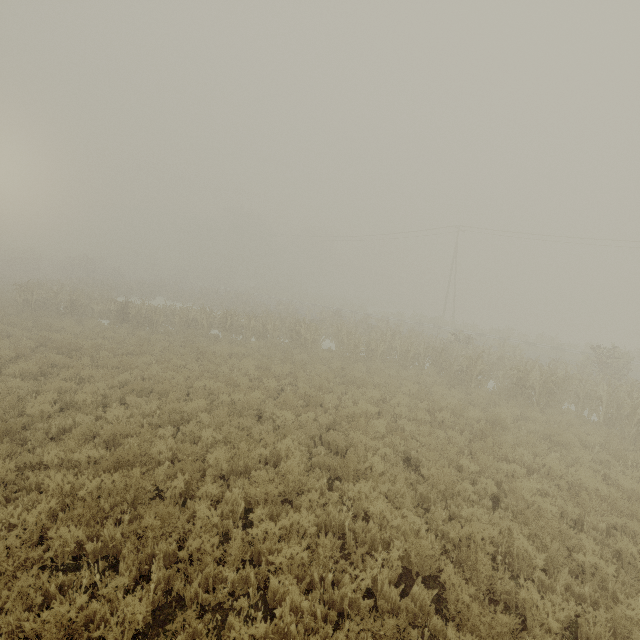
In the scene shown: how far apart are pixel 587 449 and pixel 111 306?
25.2m
